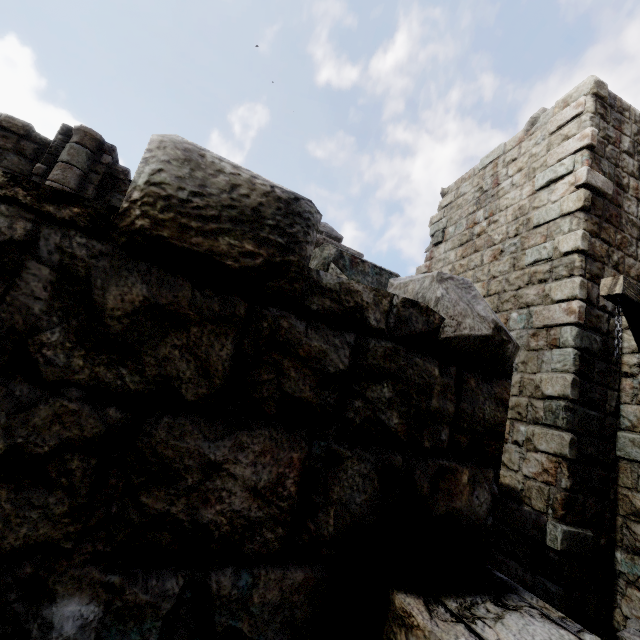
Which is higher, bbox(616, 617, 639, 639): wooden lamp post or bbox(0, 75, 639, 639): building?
bbox(0, 75, 639, 639): building

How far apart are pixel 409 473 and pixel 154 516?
1.1m

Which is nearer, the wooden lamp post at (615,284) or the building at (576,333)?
the building at (576,333)

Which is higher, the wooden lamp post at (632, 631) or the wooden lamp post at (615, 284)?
the wooden lamp post at (615, 284)

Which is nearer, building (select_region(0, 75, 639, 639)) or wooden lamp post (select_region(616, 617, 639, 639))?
building (select_region(0, 75, 639, 639))

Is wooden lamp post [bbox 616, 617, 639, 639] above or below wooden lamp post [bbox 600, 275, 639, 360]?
below
